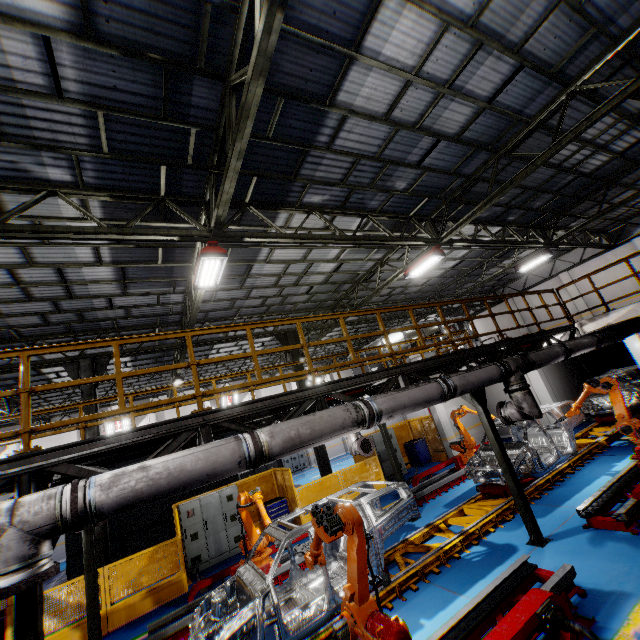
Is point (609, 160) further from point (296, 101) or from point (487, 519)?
point (487, 519)

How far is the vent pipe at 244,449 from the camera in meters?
3.5 m

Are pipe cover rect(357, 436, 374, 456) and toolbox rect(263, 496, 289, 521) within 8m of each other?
yes

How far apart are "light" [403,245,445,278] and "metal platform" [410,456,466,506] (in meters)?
7.45

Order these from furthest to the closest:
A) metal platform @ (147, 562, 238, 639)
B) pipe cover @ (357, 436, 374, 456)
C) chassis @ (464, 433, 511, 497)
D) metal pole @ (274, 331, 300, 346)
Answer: metal pole @ (274, 331, 300, 346) < pipe cover @ (357, 436, 374, 456) < chassis @ (464, 433, 511, 497) < metal platform @ (147, 562, 238, 639)

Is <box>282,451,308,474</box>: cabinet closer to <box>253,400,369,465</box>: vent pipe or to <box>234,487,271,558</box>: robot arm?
<box>234,487,271,558</box>: robot arm

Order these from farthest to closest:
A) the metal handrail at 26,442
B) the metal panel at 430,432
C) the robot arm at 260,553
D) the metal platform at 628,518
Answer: the metal panel at 430,432 → the robot arm at 260,553 → the metal platform at 628,518 → the metal handrail at 26,442

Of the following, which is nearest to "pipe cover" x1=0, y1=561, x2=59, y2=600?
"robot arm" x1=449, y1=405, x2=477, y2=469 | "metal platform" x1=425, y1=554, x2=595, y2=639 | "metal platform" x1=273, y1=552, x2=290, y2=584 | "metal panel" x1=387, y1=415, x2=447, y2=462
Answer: "metal platform" x1=425, y1=554, x2=595, y2=639
